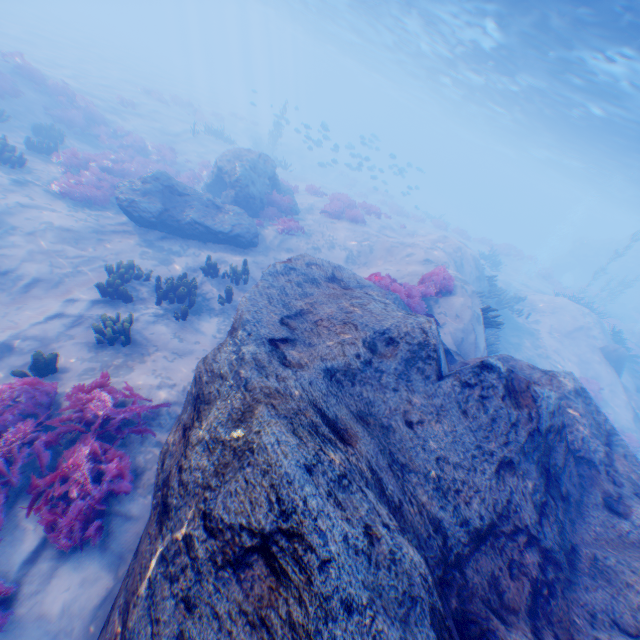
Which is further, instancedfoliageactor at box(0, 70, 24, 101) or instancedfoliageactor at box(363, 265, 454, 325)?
instancedfoliageactor at box(0, 70, 24, 101)

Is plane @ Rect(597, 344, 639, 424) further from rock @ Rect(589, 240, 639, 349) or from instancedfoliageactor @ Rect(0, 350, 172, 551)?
rock @ Rect(589, 240, 639, 349)

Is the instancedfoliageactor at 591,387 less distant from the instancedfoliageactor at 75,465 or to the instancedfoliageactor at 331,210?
the instancedfoliageactor at 331,210

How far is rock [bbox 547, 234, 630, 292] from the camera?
42.9 meters

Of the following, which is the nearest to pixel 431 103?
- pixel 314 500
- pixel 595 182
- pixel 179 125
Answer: pixel 595 182

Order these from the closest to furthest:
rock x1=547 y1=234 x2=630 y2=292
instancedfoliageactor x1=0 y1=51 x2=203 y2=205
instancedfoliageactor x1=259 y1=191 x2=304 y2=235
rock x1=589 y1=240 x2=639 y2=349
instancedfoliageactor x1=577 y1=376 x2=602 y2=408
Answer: instancedfoliageactor x1=0 y1=51 x2=203 y2=205 < instancedfoliageactor x1=259 y1=191 x2=304 y2=235 < instancedfoliageactor x1=577 y1=376 x2=602 y2=408 < rock x1=589 y1=240 x2=639 y2=349 < rock x1=547 y1=234 x2=630 y2=292

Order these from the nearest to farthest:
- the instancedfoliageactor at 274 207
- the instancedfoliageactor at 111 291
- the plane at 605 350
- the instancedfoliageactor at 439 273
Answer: the instancedfoliageactor at 111 291
the instancedfoliageactor at 439 273
the instancedfoliageactor at 274 207
the plane at 605 350

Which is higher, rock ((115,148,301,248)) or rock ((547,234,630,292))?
rock ((547,234,630,292))
